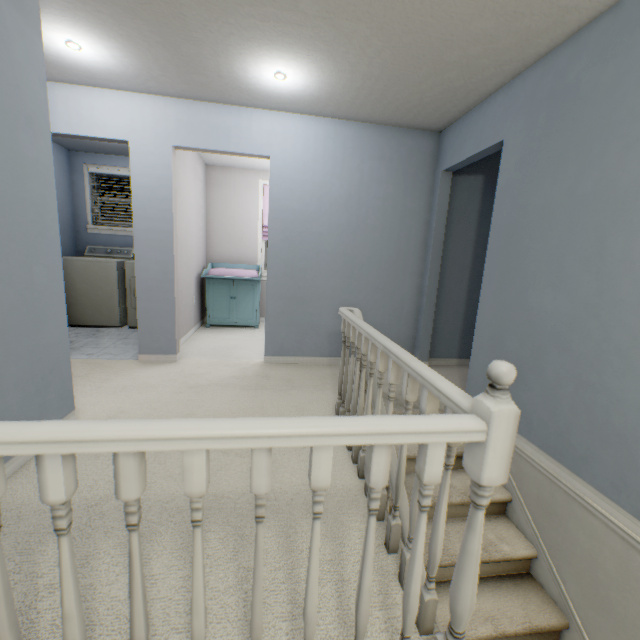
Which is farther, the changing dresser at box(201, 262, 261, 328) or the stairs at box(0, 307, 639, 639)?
the changing dresser at box(201, 262, 261, 328)

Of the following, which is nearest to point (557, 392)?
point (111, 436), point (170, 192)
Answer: point (111, 436)

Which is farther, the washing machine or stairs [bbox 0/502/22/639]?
the washing machine

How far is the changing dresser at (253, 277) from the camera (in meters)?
4.80

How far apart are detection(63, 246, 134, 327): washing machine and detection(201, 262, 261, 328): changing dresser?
1.2 meters

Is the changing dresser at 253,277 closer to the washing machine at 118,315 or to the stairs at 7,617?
the washing machine at 118,315

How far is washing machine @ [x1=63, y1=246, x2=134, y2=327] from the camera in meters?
4.4 m
